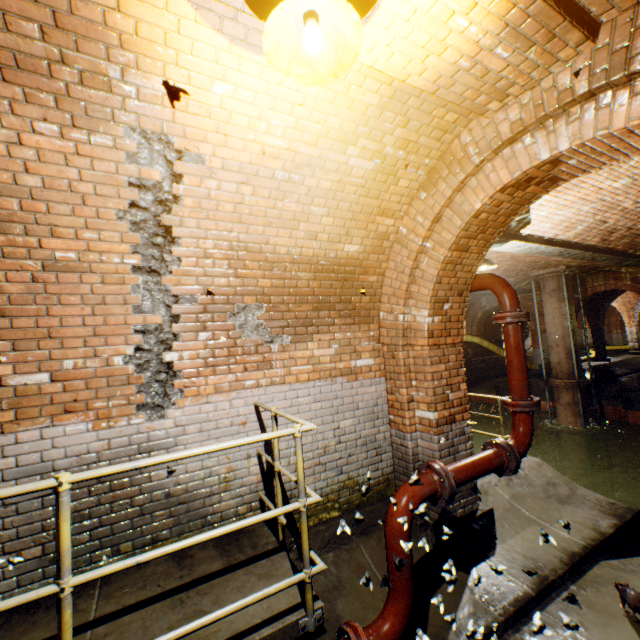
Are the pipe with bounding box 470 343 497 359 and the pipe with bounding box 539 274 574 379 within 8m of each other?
yes

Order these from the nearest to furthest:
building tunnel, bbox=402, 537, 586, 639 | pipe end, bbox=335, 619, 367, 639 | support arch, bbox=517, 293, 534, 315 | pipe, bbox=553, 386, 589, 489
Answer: building tunnel, bbox=402, 537, 586, 639 < pipe end, bbox=335, 619, 367, 639 < pipe, bbox=553, 386, 589, 489 < support arch, bbox=517, 293, 534, 315

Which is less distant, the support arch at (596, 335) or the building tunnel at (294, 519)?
the building tunnel at (294, 519)

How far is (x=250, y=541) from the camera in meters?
3.0

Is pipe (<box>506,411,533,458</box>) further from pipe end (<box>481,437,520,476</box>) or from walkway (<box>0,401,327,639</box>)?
walkway (<box>0,401,327,639</box>)

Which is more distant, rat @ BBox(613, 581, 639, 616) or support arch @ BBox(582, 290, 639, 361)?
support arch @ BBox(582, 290, 639, 361)

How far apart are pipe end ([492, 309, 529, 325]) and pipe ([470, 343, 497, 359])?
15.9m

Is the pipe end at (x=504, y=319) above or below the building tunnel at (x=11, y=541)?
above
